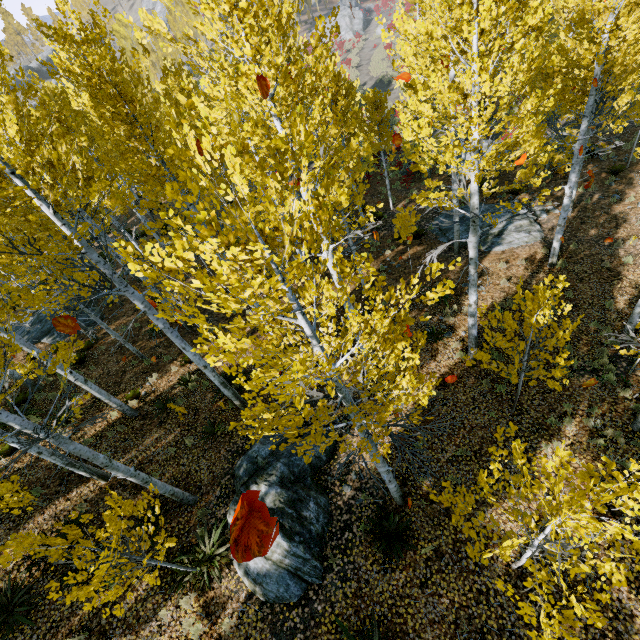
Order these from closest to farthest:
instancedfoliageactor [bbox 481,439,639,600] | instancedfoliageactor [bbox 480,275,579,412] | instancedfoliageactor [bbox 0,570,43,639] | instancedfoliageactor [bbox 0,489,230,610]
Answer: instancedfoliageactor [bbox 481,439,639,600] → instancedfoliageactor [bbox 0,489,230,610] → instancedfoliageactor [bbox 480,275,579,412] → instancedfoliageactor [bbox 0,570,43,639]

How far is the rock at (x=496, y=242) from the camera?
13.85m

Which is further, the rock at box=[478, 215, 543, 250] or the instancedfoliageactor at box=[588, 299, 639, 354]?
the rock at box=[478, 215, 543, 250]

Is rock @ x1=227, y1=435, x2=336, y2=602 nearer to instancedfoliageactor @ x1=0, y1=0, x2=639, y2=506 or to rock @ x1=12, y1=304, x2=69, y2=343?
instancedfoliageactor @ x1=0, y1=0, x2=639, y2=506

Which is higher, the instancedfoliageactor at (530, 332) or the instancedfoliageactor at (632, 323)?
the instancedfoliageactor at (530, 332)

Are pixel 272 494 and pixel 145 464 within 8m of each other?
yes

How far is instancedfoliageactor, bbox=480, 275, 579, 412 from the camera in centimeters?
586cm
